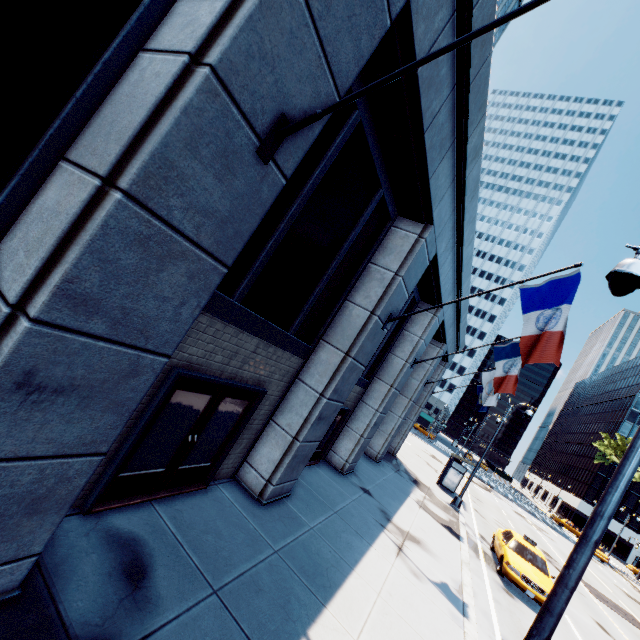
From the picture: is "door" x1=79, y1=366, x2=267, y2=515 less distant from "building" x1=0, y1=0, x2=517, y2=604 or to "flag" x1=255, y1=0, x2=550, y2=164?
"building" x1=0, y1=0, x2=517, y2=604

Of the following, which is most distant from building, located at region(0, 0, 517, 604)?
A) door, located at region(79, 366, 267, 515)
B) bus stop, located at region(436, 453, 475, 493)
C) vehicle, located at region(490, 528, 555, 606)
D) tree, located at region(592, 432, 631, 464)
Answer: tree, located at region(592, 432, 631, 464)

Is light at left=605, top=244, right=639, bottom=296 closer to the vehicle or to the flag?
the flag

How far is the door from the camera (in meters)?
4.62

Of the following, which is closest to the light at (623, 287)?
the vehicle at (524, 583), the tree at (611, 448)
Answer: the vehicle at (524, 583)

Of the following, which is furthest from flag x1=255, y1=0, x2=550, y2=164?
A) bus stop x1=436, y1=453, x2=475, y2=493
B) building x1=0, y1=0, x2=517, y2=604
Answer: bus stop x1=436, y1=453, x2=475, y2=493

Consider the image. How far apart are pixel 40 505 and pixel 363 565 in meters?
7.0 m

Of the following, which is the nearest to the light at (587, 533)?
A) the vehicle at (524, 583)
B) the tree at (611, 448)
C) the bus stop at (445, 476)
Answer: the vehicle at (524, 583)
